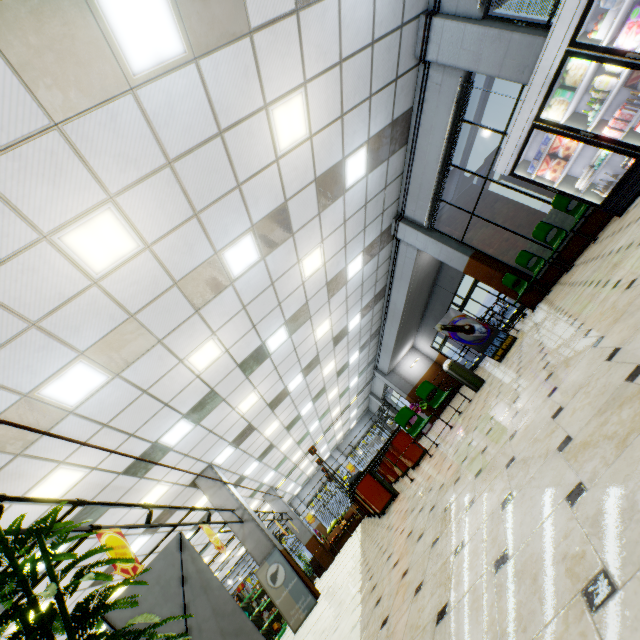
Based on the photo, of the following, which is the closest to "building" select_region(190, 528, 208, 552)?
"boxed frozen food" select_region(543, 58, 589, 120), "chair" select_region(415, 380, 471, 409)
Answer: "chair" select_region(415, 380, 471, 409)

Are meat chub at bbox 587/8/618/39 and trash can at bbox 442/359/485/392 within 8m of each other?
yes

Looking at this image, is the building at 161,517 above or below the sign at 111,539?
above

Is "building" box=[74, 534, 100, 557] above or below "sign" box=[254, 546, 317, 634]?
above

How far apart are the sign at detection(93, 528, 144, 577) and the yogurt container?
9.2m

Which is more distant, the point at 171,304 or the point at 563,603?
the point at 171,304

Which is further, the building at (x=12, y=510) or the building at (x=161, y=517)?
the building at (x=161, y=517)

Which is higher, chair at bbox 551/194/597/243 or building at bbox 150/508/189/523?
building at bbox 150/508/189/523
